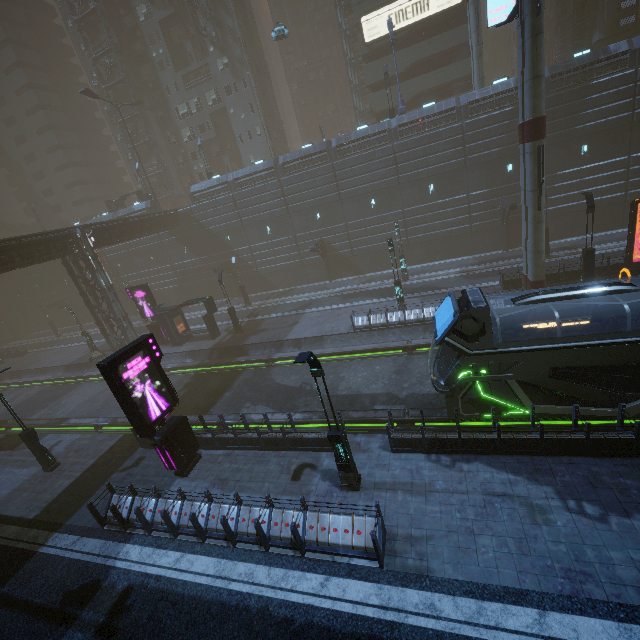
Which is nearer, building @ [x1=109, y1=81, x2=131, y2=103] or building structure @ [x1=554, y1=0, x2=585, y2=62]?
building structure @ [x1=554, y1=0, x2=585, y2=62]

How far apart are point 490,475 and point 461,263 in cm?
2441

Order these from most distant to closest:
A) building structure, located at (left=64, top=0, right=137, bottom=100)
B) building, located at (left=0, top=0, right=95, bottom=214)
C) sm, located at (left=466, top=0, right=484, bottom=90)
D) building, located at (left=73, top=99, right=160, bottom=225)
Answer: building, located at (left=0, top=0, right=95, bottom=214)
building structure, located at (left=64, top=0, right=137, bottom=100)
building, located at (left=73, top=99, right=160, bottom=225)
sm, located at (left=466, top=0, right=484, bottom=90)

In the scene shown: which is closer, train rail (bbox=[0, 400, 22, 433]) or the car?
train rail (bbox=[0, 400, 22, 433])

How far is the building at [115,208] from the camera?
40.9 meters

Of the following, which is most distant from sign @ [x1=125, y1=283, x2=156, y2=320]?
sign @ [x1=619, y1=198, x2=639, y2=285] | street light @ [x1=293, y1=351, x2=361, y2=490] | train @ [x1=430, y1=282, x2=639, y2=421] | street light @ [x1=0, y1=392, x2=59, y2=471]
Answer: sign @ [x1=619, y1=198, x2=639, y2=285]

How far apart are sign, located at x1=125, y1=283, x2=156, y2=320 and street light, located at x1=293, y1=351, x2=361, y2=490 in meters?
25.0
